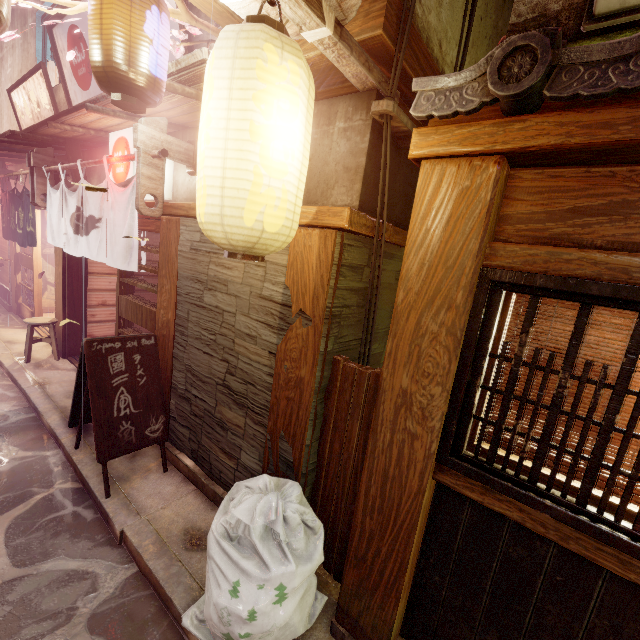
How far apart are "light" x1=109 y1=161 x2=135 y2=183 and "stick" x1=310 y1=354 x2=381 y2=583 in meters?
5.5

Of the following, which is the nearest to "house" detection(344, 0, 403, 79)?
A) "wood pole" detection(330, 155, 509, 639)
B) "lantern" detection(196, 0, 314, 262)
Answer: "lantern" detection(196, 0, 314, 262)

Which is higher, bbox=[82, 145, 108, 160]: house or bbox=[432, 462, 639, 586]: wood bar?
bbox=[82, 145, 108, 160]: house

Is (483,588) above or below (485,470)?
below

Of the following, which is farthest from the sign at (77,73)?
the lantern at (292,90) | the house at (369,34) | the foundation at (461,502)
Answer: the foundation at (461,502)

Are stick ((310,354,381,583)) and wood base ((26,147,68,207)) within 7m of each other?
no

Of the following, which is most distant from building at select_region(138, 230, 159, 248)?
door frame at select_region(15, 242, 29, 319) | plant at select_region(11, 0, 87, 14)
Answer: plant at select_region(11, 0, 87, 14)

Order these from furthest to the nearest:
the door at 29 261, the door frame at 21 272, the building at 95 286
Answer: the door frame at 21 272 → the door at 29 261 → the building at 95 286
